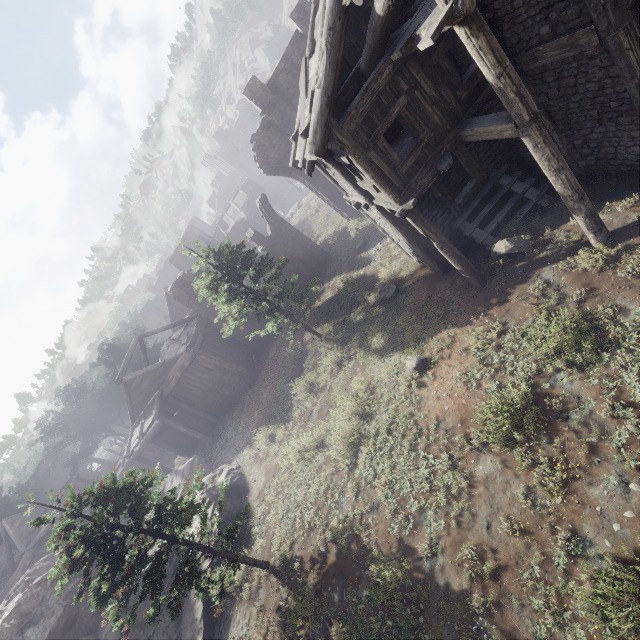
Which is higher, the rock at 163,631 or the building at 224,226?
the building at 224,226

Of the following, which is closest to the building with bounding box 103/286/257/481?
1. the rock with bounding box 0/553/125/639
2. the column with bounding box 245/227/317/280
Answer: the rock with bounding box 0/553/125/639

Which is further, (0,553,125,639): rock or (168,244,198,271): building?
(168,244,198,271): building

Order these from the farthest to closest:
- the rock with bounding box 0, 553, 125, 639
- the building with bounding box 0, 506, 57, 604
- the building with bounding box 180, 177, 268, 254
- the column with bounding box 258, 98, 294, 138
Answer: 1. the building with bounding box 180, 177, 268, 254
2. the building with bounding box 0, 506, 57, 604
3. the column with bounding box 258, 98, 294, 138
4. the rock with bounding box 0, 553, 125, 639

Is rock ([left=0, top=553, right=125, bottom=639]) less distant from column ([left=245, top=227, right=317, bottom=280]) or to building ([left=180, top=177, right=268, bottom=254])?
building ([left=180, top=177, right=268, bottom=254])

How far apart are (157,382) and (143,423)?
3.2m

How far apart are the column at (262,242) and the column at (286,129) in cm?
507
